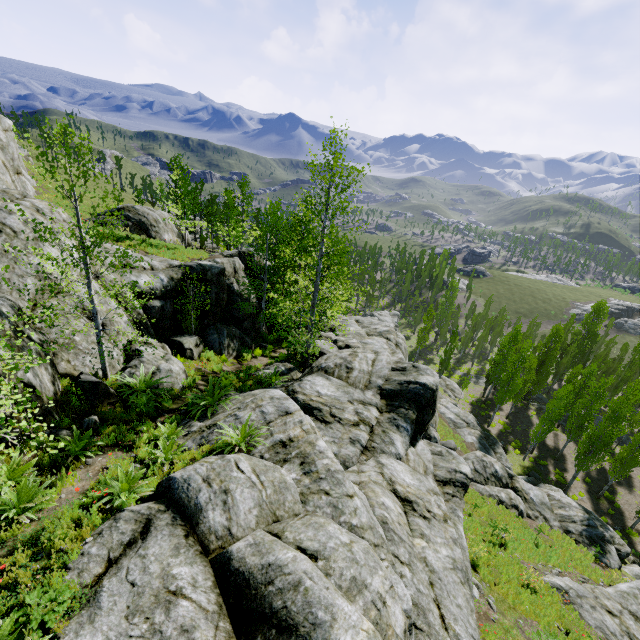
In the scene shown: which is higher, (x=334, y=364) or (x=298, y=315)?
(x=334, y=364)

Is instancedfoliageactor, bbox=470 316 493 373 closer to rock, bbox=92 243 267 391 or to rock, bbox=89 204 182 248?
rock, bbox=92 243 267 391

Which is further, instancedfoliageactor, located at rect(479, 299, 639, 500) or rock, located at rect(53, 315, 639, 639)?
instancedfoliageactor, located at rect(479, 299, 639, 500)

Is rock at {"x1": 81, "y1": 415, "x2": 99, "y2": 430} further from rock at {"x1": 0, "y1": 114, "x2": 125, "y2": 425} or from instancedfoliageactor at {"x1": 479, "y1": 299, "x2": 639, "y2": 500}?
instancedfoliageactor at {"x1": 479, "y1": 299, "x2": 639, "y2": 500}

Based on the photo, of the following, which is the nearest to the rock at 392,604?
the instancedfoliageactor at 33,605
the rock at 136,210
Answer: the instancedfoliageactor at 33,605

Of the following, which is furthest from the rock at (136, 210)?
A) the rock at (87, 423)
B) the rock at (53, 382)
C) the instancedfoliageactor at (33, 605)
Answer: the rock at (87, 423)

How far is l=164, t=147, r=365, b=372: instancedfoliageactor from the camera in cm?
1437
